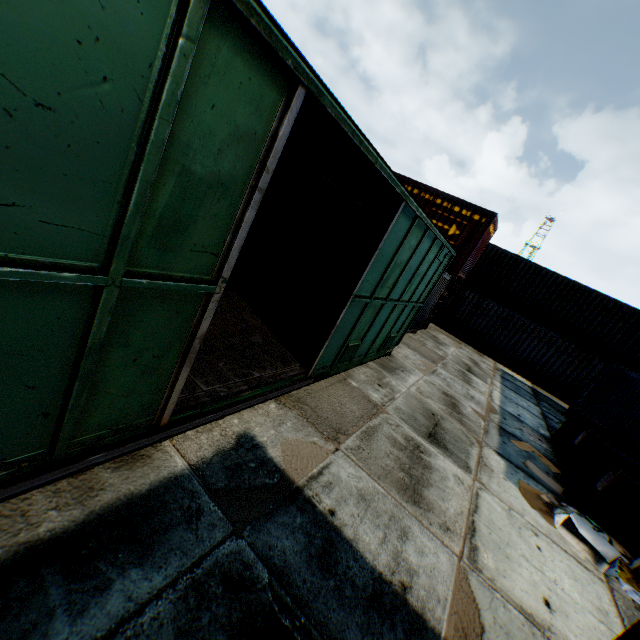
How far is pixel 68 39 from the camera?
1.3m

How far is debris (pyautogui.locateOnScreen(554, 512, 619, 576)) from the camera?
5.0 meters

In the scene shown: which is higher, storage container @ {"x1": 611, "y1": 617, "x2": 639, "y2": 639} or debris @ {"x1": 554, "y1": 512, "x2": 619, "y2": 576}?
storage container @ {"x1": 611, "y1": 617, "x2": 639, "y2": 639}

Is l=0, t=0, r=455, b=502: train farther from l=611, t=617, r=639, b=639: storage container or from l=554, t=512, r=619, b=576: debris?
l=554, t=512, r=619, b=576: debris

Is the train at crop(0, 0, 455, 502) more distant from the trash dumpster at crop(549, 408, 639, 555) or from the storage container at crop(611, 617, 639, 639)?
the trash dumpster at crop(549, 408, 639, 555)

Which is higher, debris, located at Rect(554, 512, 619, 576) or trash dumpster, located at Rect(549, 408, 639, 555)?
trash dumpster, located at Rect(549, 408, 639, 555)

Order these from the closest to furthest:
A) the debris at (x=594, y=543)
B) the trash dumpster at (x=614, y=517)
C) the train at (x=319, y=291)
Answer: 1. the train at (x=319, y=291)
2. the debris at (x=594, y=543)
3. the trash dumpster at (x=614, y=517)

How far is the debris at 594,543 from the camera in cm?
501
